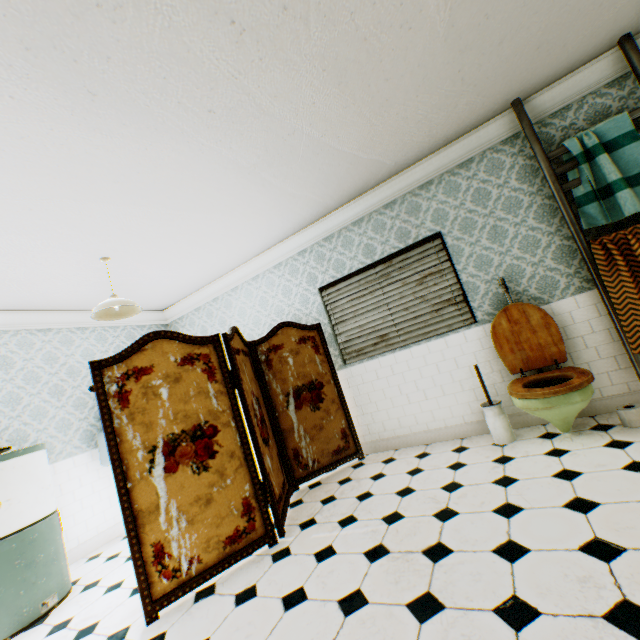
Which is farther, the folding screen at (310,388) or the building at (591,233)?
the building at (591,233)

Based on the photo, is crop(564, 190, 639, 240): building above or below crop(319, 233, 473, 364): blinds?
above

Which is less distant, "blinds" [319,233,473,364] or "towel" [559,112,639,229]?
"towel" [559,112,639,229]

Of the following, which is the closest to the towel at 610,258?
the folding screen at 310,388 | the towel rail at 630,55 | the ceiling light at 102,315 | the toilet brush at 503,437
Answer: the towel rail at 630,55

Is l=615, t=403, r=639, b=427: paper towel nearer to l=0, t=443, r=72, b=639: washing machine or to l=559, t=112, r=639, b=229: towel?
l=559, t=112, r=639, b=229: towel

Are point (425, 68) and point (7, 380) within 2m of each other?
no

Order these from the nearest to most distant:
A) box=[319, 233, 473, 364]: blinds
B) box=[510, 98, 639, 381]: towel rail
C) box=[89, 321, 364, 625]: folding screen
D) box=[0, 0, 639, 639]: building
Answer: box=[0, 0, 639, 639]: building, box=[89, 321, 364, 625]: folding screen, box=[510, 98, 639, 381]: towel rail, box=[319, 233, 473, 364]: blinds

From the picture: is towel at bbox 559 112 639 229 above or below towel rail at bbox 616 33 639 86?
below
